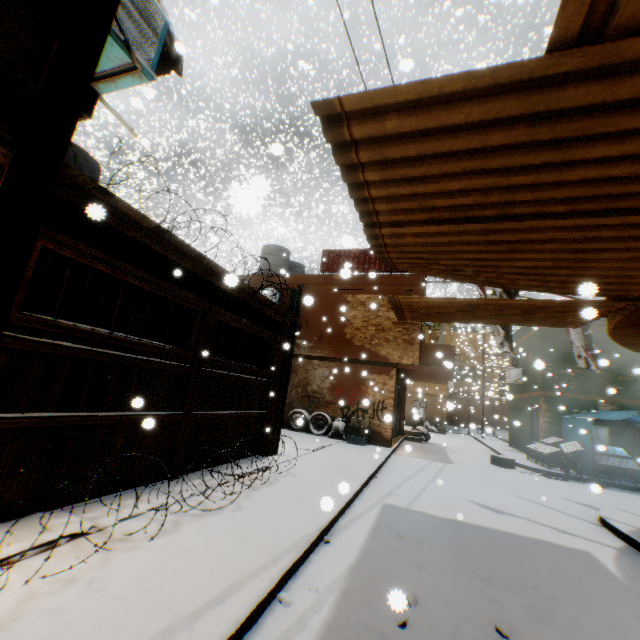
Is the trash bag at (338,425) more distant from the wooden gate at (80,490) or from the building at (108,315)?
the wooden gate at (80,490)

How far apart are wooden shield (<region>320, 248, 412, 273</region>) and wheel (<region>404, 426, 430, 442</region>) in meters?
1.8 m

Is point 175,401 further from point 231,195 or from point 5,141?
point 231,195

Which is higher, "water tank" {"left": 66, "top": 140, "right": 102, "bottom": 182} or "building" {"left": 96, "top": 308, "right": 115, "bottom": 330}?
"water tank" {"left": 66, "top": 140, "right": 102, "bottom": 182}

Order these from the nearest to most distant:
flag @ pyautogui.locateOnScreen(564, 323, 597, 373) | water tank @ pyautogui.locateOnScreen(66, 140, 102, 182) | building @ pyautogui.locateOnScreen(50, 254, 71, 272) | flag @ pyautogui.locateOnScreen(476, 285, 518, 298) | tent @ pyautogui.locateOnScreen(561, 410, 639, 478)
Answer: building @ pyautogui.locateOnScreen(50, 254, 71, 272) → water tank @ pyautogui.locateOnScreen(66, 140, 102, 182) → flag @ pyautogui.locateOnScreen(476, 285, 518, 298) → flag @ pyautogui.locateOnScreen(564, 323, 597, 373) → tent @ pyautogui.locateOnScreen(561, 410, 639, 478)

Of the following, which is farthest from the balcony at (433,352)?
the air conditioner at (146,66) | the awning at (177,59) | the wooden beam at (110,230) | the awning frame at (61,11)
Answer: the awning frame at (61,11)

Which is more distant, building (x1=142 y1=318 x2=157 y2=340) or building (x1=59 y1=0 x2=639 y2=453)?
building (x1=142 y1=318 x2=157 y2=340)

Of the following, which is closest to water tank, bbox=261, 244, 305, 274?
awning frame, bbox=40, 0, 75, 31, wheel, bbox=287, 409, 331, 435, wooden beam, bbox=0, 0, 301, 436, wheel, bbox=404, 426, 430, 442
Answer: wooden beam, bbox=0, 0, 301, 436
